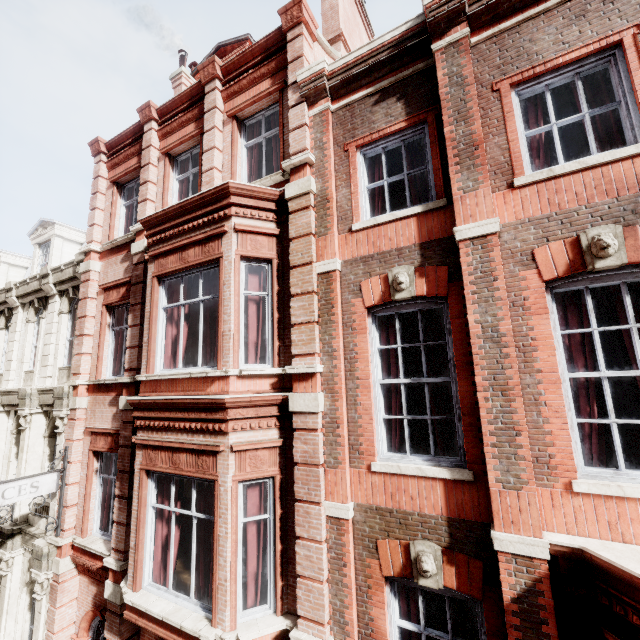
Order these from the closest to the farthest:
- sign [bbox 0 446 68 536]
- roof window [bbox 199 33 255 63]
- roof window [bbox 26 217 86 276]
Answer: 1. sign [bbox 0 446 68 536]
2. roof window [bbox 199 33 255 63]
3. roof window [bbox 26 217 86 276]

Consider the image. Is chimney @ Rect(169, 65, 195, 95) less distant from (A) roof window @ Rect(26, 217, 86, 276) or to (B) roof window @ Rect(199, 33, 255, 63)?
(B) roof window @ Rect(199, 33, 255, 63)

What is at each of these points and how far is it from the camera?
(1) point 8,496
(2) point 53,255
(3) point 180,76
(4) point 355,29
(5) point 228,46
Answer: (1) sign, 7.6m
(2) roof window, 13.4m
(3) chimney, 13.6m
(4) chimney, 10.2m
(5) roof window, 10.3m

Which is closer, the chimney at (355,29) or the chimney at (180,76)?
the chimney at (355,29)

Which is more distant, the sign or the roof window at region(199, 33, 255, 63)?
the roof window at region(199, 33, 255, 63)

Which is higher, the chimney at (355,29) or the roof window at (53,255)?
the chimney at (355,29)

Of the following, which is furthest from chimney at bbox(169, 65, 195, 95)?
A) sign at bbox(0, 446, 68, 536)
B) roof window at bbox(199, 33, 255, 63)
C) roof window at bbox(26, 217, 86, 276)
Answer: sign at bbox(0, 446, 68, 536)
